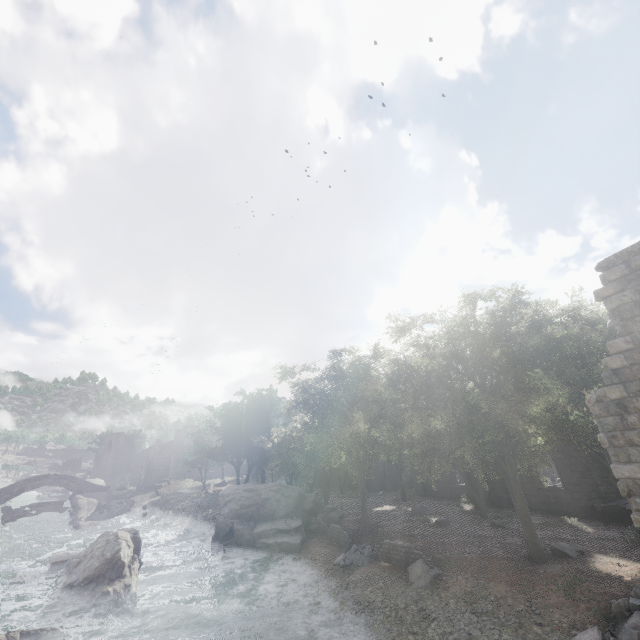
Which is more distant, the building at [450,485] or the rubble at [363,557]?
the building at [450,485]

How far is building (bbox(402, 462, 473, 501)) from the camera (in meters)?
29.86

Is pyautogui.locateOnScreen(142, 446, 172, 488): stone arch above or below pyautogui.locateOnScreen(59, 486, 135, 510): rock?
above

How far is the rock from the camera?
47.5m

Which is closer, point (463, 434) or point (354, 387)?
point (463, 434)

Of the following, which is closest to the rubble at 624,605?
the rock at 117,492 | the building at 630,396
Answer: the building at 630,396

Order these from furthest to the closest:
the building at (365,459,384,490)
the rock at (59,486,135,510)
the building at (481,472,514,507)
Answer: the rock at (59,486,135,510)
the building at (365,459,384,490)
the building at (481,472,514,507)

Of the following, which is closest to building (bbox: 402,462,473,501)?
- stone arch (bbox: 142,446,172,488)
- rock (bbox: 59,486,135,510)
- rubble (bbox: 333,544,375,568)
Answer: stone arch (bbox: 142,446,172,488)
